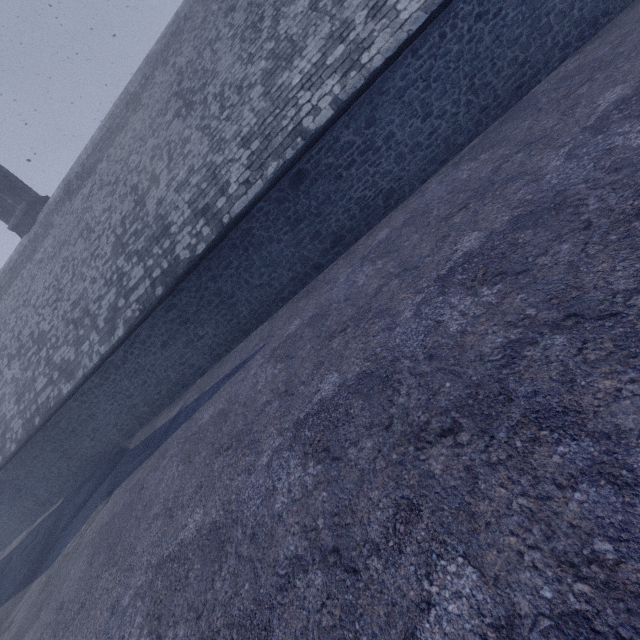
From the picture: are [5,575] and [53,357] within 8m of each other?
no
